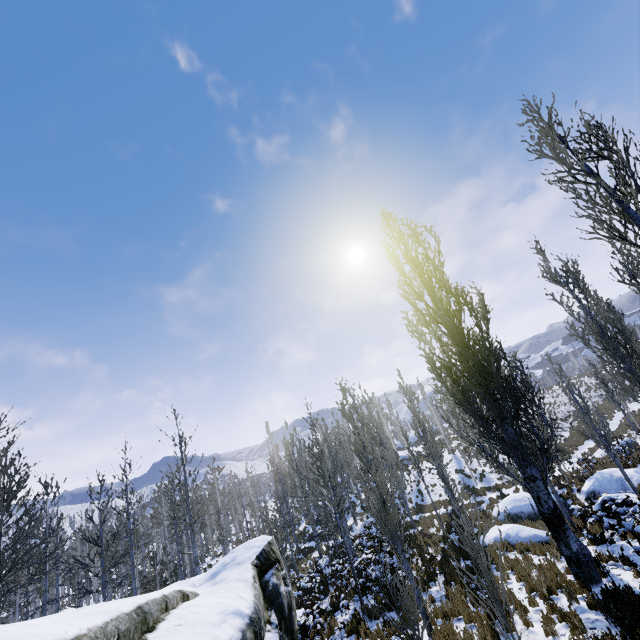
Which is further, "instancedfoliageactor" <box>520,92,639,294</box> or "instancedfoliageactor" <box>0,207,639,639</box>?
"instancedfoliageactor" <box>0,207,639,639</box>

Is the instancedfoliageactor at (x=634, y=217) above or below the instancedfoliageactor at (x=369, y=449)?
above

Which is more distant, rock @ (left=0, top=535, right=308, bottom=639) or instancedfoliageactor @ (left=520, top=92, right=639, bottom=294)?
instancedfoliageactor @ (left=520, top=92, right=639, bottom=294)

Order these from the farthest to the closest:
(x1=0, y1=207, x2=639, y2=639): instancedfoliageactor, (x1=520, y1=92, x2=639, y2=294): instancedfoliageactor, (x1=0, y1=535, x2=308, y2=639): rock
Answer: (x1=0, y1=207, x2=639, y2=639): instancedfoliageactor → (x1=520, y1=92, x2=639, y2=294): instancedfoliageactor → (x1=0, y1=535, x2=308, y2=639): rock

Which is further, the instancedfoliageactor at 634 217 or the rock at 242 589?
the instancedfoliageactor at 634 217

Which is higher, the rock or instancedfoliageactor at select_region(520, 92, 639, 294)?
instancedfoliageactor at select_region(520, 92, 639, 294)

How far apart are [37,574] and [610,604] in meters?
18.0
